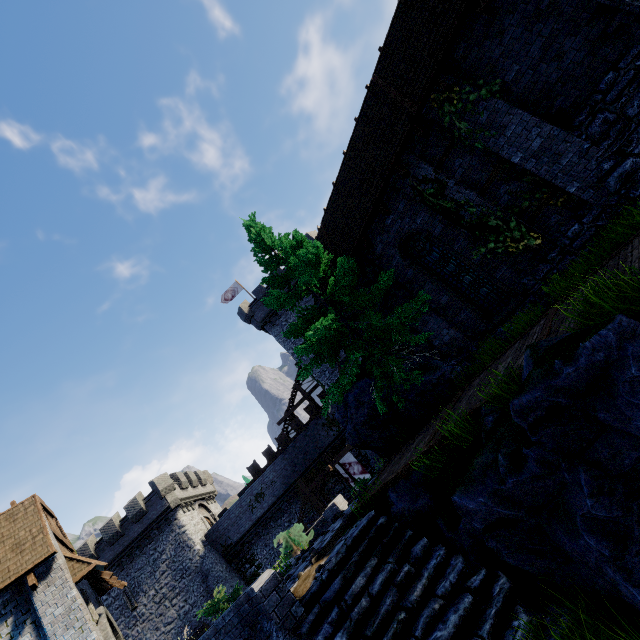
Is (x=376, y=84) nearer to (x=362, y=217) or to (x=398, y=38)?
(x=398, y=38)

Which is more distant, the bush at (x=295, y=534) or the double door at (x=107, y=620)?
the bush at (x=295, y=534)

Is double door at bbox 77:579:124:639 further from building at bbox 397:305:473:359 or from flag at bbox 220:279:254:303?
flag at bbox 220:279:254:303

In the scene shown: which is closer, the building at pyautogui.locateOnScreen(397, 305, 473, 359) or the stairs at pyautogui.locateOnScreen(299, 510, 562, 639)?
the stairs at pyautogui.locateOnScreen(299, 510, 562, 639)

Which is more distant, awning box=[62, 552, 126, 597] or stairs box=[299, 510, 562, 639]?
awning box=[62, 552, 126, 597]

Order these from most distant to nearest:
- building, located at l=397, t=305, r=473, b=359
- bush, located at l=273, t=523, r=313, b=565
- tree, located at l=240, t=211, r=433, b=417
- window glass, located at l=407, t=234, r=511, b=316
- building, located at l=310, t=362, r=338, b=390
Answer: building, located at l=310, t=362, r=338, b=390 → bush, located at l=273, t=523, r=313, b=565 → building, located at l=397, t=305, r=473, b=359 → window glass, located at l=407, t=234, r=511, b=316 → tree, located at l=240, t=211, r=433, b=417

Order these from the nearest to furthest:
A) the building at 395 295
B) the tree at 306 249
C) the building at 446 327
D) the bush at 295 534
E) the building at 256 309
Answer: the tree at 306 249 < the building at 446 327 < the building at 395 295 < the bush at 295 534 < the building at 256 309

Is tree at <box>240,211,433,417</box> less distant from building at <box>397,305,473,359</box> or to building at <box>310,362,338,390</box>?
→ building at <box>397,305,473,359</box>
